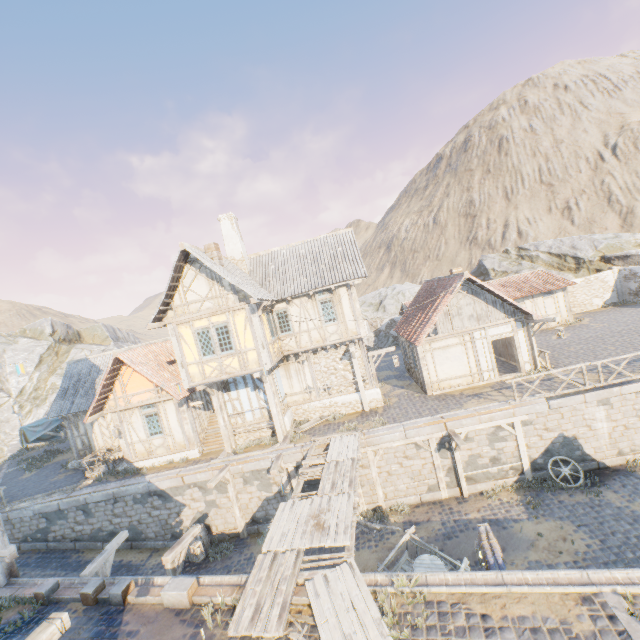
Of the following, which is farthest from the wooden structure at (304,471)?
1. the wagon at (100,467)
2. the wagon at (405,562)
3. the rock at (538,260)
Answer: the rock at (538,260)

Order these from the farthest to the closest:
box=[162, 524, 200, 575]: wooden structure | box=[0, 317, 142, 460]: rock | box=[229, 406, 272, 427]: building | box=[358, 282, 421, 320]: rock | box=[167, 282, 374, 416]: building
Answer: box=[358, 282, 421, 320]: rock
box=[0, 317, 142, 460]: rock
box=[229, 406, 272, 427]: building
box=[167, 282, 374, 416]: building
box=[162, 524, 200, 575]: wooden structure

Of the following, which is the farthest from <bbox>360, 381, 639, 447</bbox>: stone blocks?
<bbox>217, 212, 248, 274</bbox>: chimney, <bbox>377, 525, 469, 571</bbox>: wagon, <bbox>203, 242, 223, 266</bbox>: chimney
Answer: <bbox>217, 212, 248, 274</bbox>: chimney

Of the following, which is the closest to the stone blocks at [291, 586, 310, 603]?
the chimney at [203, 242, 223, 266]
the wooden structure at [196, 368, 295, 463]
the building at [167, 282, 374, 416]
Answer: the wooden structure at [196, 368, 295, 463]

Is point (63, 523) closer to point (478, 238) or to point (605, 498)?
point (605, 498)

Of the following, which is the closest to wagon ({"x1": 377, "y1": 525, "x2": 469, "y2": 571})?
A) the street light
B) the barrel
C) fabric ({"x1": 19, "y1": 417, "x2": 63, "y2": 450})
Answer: the barrel

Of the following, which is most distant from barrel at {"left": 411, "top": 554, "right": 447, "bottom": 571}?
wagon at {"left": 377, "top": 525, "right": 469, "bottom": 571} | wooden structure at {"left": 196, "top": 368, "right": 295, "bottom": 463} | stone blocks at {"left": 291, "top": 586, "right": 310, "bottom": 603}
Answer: stone blocks at {"left": 291, "top": 586, "right": 310, "bottom": 603}

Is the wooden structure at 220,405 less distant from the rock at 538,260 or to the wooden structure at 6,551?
the wooden structure at 6,551
